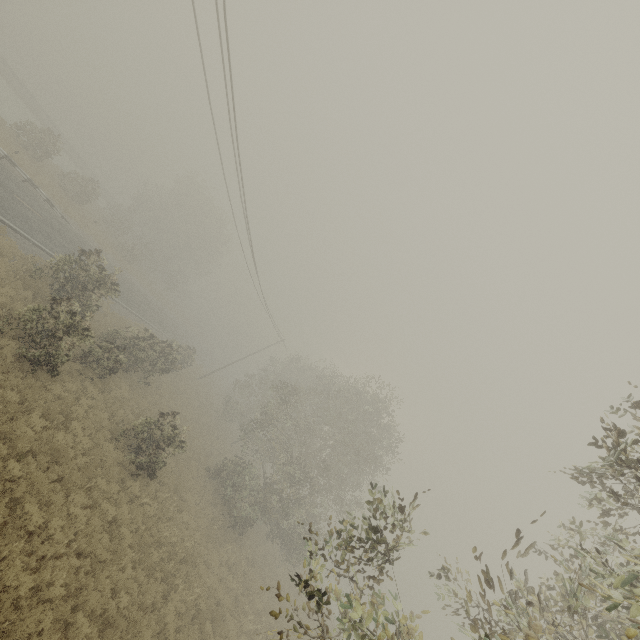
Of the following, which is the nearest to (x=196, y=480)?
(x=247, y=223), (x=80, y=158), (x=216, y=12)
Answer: (x=247, y=223)
